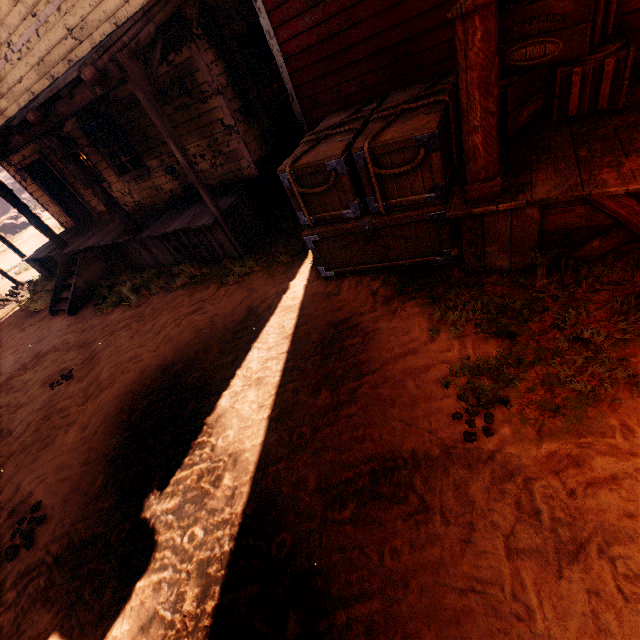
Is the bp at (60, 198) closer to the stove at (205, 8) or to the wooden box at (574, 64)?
the stove at (205, 8)

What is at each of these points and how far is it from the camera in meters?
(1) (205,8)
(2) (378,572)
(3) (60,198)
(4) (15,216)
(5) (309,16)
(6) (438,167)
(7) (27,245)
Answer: (1) stove, 5.8
(2) z, 2.4
(3) bp, 11.4
(4) instancedfoliageactor, 25.4
(5) building, 5.1
(6) wooden box, 3.6
(7) z, 19.8

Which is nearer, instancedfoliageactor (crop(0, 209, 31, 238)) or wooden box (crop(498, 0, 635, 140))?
wooden box (crop(498, 0, 635, 140))

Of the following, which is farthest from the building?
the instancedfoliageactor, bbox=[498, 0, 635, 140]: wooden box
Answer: the instancedfoliageactor

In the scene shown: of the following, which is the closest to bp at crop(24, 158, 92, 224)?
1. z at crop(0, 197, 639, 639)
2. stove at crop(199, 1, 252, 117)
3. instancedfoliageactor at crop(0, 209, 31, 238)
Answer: z at crop(0, 197, 639, 639)

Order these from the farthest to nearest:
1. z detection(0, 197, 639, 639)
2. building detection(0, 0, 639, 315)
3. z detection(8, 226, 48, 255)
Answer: z detection(8, 226, 48, 255), building detection(0, 0, 639, 315), z detection(0, 197, 639, 639)

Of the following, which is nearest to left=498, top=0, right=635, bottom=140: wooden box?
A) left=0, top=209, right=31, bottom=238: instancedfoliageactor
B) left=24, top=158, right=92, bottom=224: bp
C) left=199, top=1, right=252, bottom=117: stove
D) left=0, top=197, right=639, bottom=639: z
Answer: left=0, top=197, right=639, bottom=639: z

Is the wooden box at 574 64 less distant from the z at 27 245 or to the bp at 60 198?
the z at 27 245
